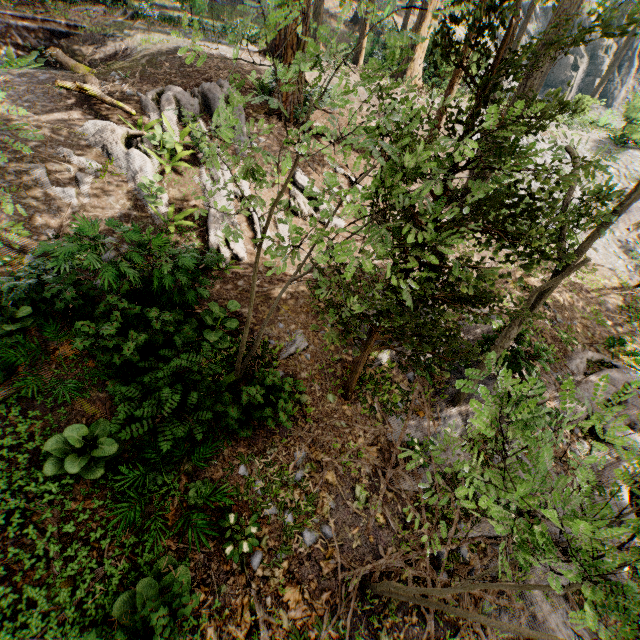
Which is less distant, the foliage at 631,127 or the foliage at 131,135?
the foliage at 131,135

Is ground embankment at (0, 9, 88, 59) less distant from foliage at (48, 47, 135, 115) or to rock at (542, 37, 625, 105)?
foliage at (48, 47, 135, 115)

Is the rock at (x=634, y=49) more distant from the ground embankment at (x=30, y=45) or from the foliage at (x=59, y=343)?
the ground embankment at (x=30, y=45)

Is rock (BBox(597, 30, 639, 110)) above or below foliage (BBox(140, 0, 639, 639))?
above

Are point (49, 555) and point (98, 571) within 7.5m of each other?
yes

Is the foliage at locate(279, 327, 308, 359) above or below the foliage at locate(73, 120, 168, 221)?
below

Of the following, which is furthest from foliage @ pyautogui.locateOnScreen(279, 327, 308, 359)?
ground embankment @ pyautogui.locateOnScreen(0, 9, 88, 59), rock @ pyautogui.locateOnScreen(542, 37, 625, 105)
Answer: rock @ pyautogui.locateOnScreen(542, 37, 625, 105)

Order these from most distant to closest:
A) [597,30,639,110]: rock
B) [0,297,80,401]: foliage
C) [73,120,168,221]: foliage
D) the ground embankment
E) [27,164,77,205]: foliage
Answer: [597,30,639,110]: rock → the ground embankment → [73,120,168,221]: foliage → [27,164,77,205]: foliage → [0,297,80,401]: foliage
